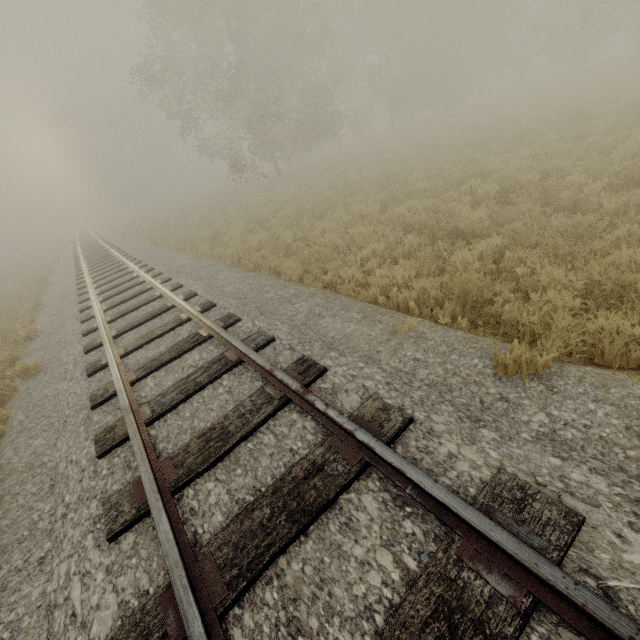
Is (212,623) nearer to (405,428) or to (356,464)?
(356,464)
